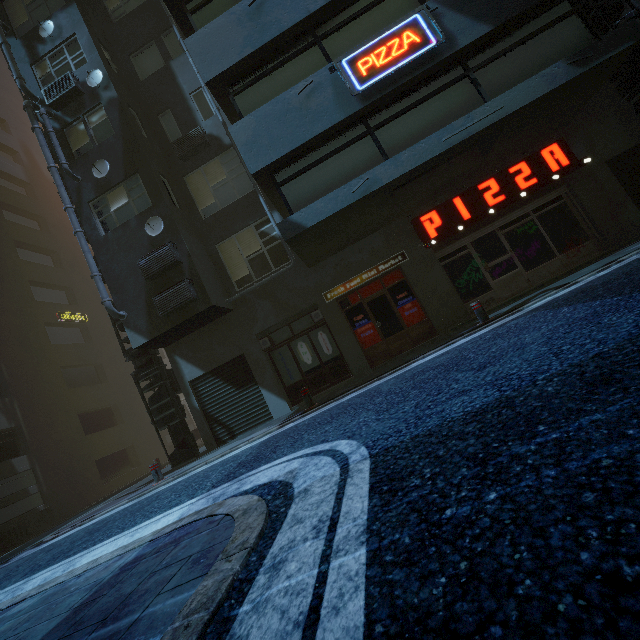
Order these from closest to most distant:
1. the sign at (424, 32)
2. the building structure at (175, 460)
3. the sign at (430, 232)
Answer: the sign at (424, 32), the sign at (430, 232), the building structure at (175, 460)

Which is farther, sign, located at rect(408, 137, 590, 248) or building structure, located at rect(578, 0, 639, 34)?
sign, located at rect(408, 137, 590, 248)

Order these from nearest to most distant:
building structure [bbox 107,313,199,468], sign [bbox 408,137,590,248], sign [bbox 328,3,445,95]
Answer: sign [bbox 328,3,445,95] → sign [bbox 408,137,590,248] → building structure [bbox 107,313,199,468]

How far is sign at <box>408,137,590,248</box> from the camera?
9.4m

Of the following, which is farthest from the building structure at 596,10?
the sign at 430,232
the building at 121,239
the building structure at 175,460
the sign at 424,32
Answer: the building structure at 175,460

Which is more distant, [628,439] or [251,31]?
[251,31]

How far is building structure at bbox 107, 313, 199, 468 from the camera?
11.2m
